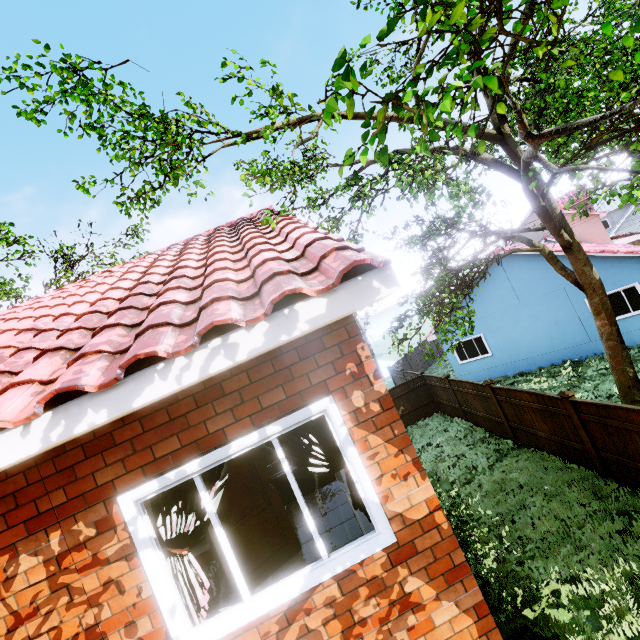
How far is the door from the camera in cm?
425

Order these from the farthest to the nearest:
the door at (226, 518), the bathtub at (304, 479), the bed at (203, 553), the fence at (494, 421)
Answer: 1. the fence at (494, 421)
2. the bathtub at (304, 479)
3. the bed at (203, 553)
4. the door at (226, 518)

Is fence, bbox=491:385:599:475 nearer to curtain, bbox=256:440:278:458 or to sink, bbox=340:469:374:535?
sink, bbox=340:469:374:535

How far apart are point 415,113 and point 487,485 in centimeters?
1087cm

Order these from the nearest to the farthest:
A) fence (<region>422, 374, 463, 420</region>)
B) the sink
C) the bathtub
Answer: the sink, the bathtub, fence (<region>422, 374, 463, 420</region>)

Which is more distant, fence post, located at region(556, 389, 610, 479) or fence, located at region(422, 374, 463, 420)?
fence, located at region(422, 374, 463, 420)

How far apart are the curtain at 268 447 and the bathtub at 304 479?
3.3m

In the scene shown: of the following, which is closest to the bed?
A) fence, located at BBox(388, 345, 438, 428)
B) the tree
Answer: the tree
